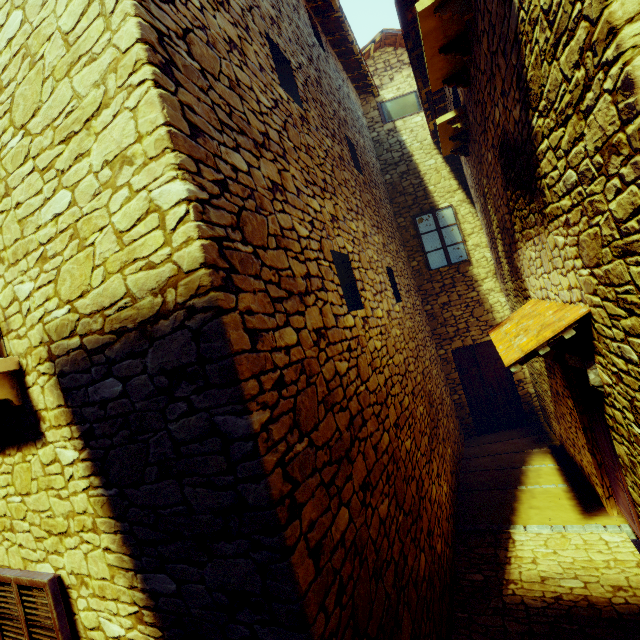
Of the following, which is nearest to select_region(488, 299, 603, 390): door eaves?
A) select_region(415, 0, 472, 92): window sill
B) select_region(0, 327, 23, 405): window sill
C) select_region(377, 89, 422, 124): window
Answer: select_region(415, 0, 472, 92): window sill

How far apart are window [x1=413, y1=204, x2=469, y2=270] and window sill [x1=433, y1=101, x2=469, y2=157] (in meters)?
2.26

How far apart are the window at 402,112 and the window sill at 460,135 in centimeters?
308cm

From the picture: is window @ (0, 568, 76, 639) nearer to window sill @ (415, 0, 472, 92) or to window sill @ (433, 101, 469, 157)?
window sill @ (415, 0, 472, 92)

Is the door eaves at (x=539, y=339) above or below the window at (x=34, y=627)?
above

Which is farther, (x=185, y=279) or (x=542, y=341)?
(x=542, y=341)

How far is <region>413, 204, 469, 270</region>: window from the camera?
8.5m

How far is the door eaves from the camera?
2.8 meters
